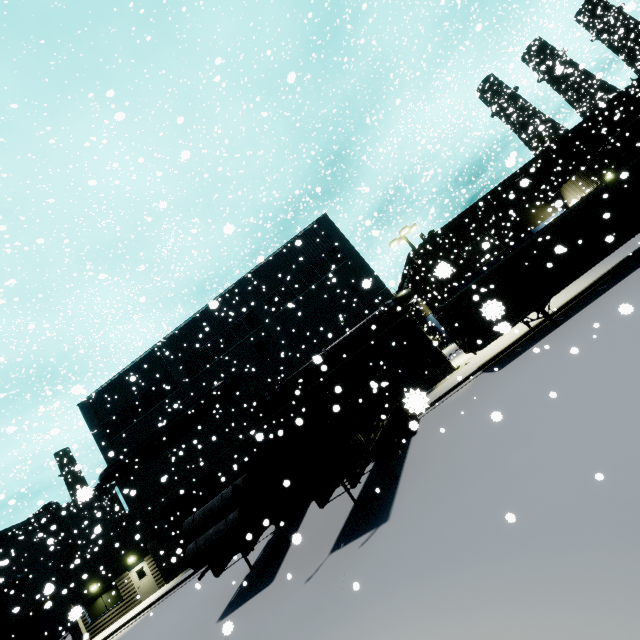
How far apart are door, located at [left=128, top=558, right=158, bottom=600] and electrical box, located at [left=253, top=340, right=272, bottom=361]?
16.3m

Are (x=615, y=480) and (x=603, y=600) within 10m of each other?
yes

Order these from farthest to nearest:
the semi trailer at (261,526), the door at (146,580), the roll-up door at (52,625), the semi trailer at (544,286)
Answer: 1. the roll-up door at (52,625)
2. the door at (146,580)
3. the semi trailer at (544,286)
4. the semi trailer at (261,526)

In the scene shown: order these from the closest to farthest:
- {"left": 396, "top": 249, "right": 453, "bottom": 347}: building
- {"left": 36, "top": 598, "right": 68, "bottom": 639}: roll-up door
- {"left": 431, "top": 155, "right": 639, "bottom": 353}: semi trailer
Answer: {"left": 431, "top": 155, "right": 639, "bottom": 353}: semi trailer, {"left": 396, "top": 249, "right": 453, "bottom": 347}: building, {"left": 36, "top": 598, "right": 68, "bottom": 639}: roll-up door

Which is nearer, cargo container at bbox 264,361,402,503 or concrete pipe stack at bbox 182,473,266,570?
cargo container at bbox 264,361,402,503

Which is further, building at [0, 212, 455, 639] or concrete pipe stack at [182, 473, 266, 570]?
building at [0, 212, 455, 639]

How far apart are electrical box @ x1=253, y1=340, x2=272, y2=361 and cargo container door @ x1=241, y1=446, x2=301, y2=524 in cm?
1366

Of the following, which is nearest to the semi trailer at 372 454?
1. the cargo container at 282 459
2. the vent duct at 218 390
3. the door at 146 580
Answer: the cargo container at 282 459
